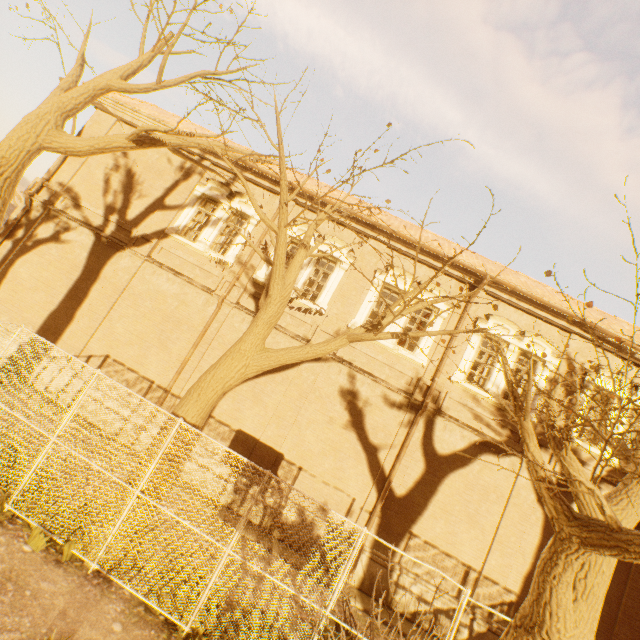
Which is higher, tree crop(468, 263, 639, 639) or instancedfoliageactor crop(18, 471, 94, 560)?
tree crop(468, 263, 639, 639)

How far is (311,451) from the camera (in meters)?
10.78

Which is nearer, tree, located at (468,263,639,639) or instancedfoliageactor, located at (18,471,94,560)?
tree, located at (468,263,639,639)

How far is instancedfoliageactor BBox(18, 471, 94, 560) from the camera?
5.7 meters

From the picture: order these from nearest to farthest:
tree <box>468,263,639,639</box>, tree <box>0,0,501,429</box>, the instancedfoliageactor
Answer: tree <box>468,263,639,639</box>
the instancedfoliageactor
tree <box>0,0,501,429</box>

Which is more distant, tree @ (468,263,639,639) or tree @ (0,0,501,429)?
tree @ (0,0,501,429)

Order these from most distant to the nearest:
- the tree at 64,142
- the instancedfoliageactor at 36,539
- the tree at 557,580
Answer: the tree at 64,142 → the instancedfoliageactor at 36,539 → the tree at 557,580

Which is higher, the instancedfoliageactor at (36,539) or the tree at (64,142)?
the tree at (64,142)
